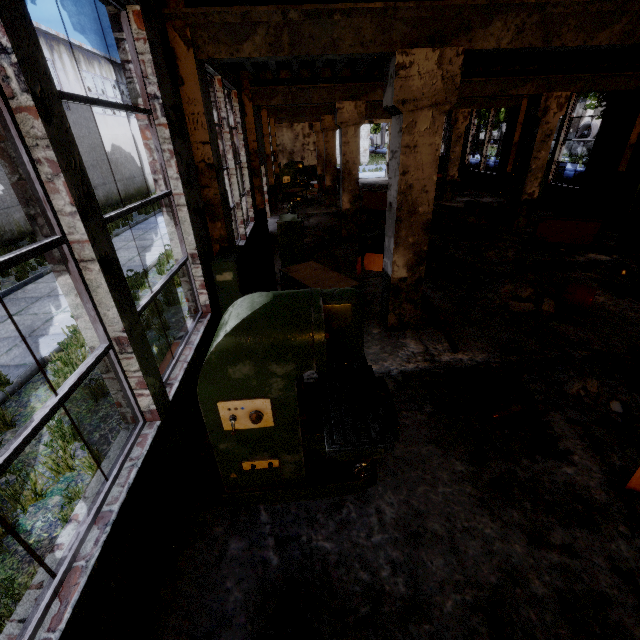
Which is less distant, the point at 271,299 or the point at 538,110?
the point at 271,299

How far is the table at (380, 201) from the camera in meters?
14.7 m

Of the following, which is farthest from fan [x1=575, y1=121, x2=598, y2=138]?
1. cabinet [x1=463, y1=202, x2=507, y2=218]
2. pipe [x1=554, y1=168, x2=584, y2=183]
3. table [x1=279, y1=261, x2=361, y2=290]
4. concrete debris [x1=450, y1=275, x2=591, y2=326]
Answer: table [x1=279, y1=261, x2=361, y2=290]

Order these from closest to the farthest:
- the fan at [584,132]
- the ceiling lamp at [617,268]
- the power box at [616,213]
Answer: the ceiling lamp at [617,268]
the power box at [616,213]
the fan at [584,132]

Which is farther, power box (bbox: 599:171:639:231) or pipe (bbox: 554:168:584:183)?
pipe (bbox: 554:168:584:183)

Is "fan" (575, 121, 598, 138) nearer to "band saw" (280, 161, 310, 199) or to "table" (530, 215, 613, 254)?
"band saw" (280, 161, 310, 199)

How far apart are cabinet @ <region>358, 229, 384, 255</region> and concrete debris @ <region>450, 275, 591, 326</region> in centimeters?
248cm

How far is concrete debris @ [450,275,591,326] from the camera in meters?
6.0
